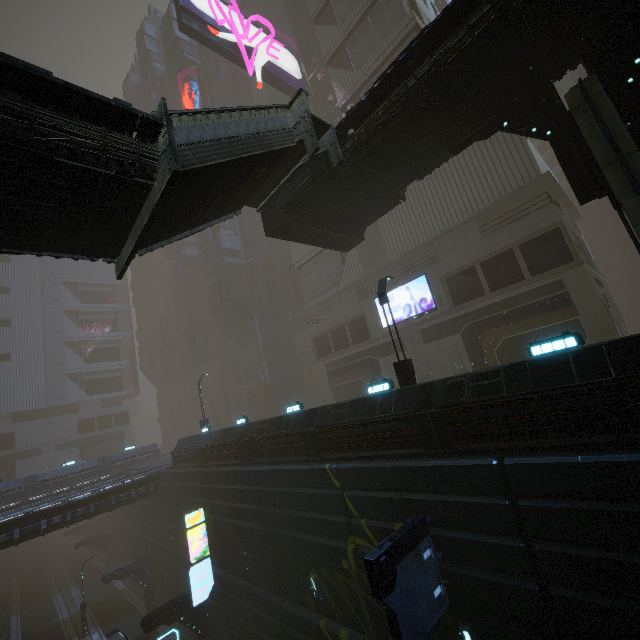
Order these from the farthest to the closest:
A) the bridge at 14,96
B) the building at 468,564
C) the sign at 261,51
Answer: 1. the sign at 261,51
2. the building at 468,564
3. the bridge at 14,96

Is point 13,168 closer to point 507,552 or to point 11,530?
point 507,552

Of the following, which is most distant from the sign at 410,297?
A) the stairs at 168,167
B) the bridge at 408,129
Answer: the stairs at 168,167

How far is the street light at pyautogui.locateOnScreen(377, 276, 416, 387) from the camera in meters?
12.9

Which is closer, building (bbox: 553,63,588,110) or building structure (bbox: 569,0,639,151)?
building structure (bbox: 569,0,639,151)

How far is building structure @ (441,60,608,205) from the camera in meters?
9.7

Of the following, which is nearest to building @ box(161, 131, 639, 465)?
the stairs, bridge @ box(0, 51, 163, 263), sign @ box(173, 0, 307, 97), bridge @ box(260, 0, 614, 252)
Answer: sign @ box(173, 0, 307, 97)

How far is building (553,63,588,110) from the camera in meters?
49.0 m
